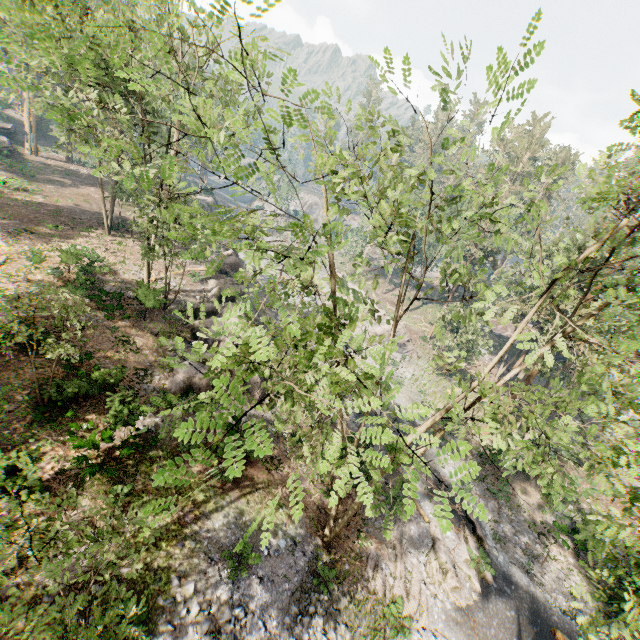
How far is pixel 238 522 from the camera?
13.8 meters

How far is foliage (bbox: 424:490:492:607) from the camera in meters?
3.1 m

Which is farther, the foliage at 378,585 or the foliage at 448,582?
the foliage at 378,585

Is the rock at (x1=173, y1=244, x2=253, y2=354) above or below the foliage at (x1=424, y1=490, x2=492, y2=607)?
above

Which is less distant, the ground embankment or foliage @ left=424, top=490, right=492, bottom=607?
foliage @ left=424, top=490, right=492, bottom=607

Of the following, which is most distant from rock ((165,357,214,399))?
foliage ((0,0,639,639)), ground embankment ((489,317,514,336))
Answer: ground embankment ((489,317,514,336))
